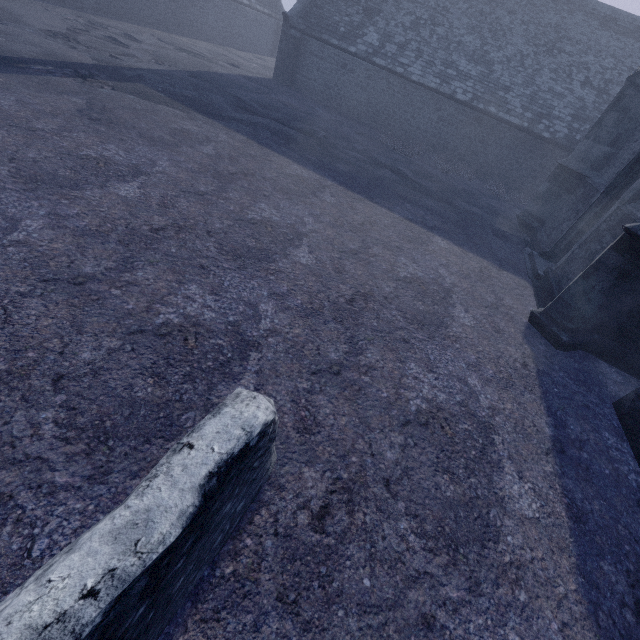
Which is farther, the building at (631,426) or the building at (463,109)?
the building at (463,109)

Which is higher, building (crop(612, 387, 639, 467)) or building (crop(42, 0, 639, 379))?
building (crop(42, 0, 639, 379))

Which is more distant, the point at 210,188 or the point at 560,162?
the point at 560,162

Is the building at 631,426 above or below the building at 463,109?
below

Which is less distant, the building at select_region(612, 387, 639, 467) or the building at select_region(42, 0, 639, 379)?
the building at select_region(612, 387, 639, 467)
